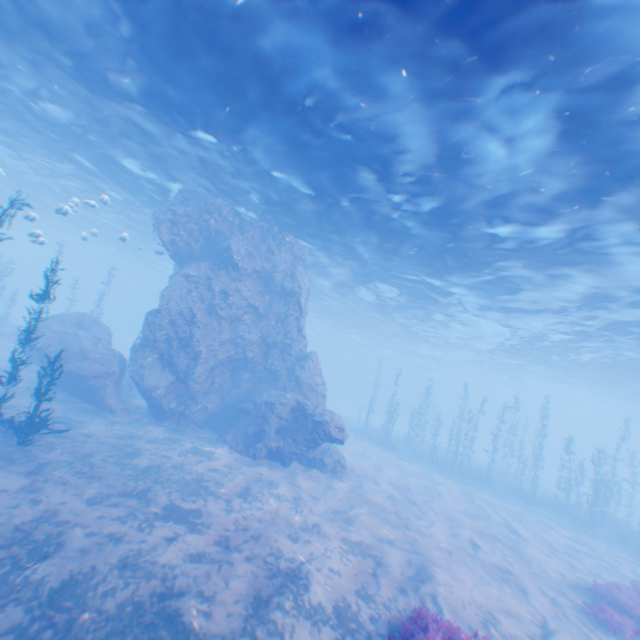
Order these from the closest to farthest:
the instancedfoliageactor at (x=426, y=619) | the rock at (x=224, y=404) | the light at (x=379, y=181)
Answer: the instancedfoliageactor at (x=426, y=619)
the light at (x=379, y=181)
the rock at (x=224, y=404)

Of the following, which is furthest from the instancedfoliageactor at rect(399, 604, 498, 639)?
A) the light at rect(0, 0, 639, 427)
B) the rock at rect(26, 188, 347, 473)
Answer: the light at rect(0, 0, 639, 427)

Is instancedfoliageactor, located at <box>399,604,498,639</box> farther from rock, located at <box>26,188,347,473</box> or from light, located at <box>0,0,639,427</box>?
light, located at <box>0,0,639,427</box>

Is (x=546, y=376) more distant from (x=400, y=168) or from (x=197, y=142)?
(x=197, y=142)

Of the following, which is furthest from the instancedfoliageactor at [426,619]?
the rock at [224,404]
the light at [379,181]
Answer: the light at [379,181]

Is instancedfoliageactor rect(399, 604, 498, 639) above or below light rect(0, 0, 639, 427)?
below

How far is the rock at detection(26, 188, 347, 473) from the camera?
15.7 meters
